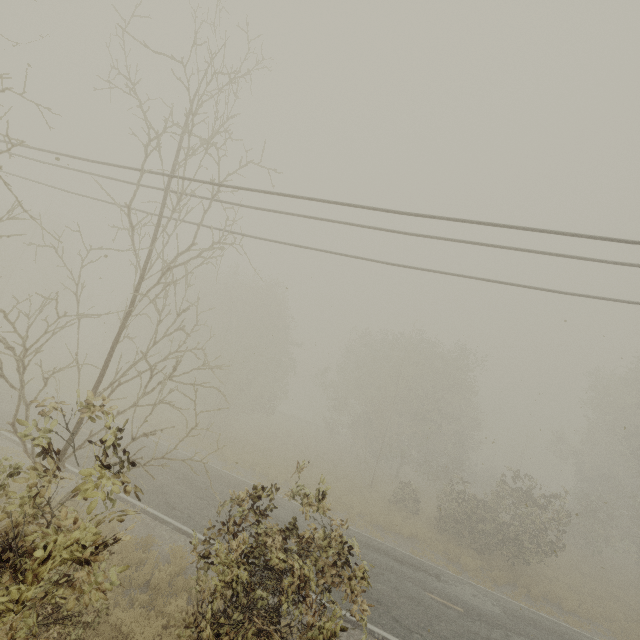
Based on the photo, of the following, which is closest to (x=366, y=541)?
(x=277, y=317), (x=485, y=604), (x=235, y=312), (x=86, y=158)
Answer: (x=485, y=604)
